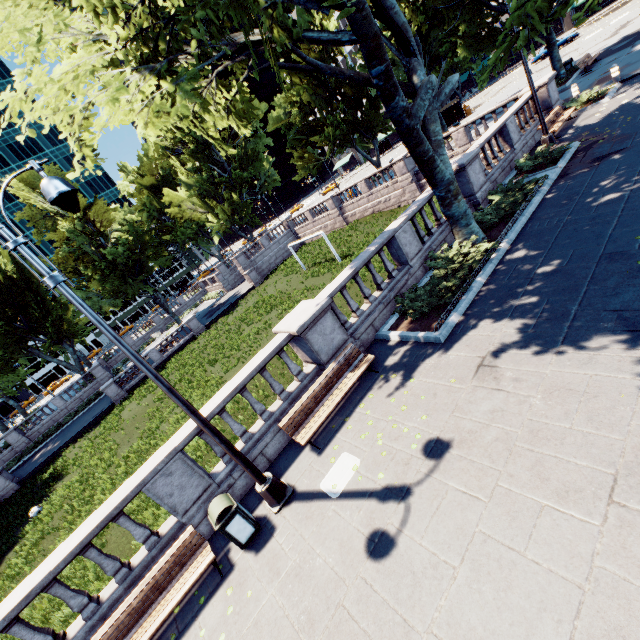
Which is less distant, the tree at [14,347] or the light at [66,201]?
the light at [66,201]

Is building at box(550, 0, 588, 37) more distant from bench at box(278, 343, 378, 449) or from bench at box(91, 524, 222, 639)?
bench at box(91, 524, 222, 639)

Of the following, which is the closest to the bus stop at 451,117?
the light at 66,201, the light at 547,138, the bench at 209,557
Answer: the light at 547,138

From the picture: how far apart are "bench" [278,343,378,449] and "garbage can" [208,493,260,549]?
1.75m

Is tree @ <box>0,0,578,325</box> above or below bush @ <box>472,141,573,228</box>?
above

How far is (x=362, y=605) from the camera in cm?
458

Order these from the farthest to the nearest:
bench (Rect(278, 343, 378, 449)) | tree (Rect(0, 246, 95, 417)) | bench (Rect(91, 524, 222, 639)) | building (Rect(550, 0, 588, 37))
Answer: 1. building (Rect(550, 0, 588, 37))
2. tree (Rect(0, 246, 95, 417))
3. bench (Rect(278, 343, 378, 449))
4. bench (Rect(91, 524, 222, 639))

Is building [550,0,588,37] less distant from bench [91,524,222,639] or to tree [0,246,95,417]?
tree [0,246,95,417]
